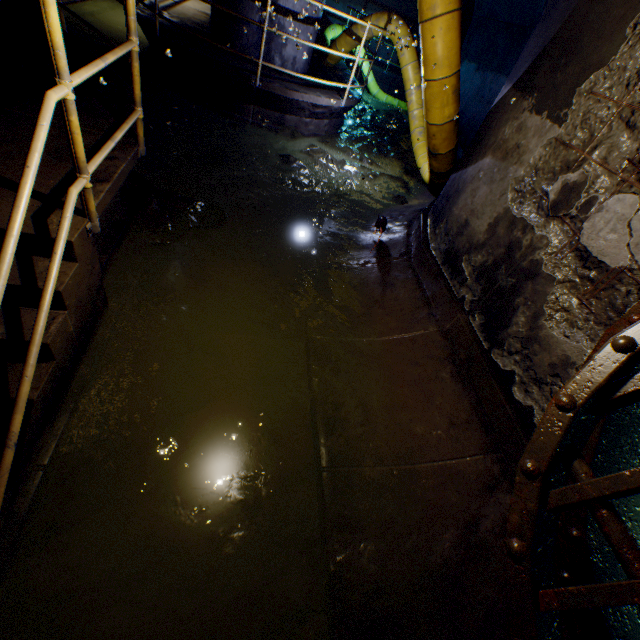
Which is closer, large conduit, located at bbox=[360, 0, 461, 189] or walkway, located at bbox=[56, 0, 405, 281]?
walkway, located at bbox=[56, 0, 405, 281]

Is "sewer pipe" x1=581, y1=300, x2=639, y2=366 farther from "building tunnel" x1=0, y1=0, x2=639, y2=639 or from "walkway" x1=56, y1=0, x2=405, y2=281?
"walkway" x1=56, y1=0, x2=405, y2=281

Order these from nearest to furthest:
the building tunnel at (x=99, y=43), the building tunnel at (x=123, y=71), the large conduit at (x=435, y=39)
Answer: the large conduit at (x=435, y=39), the building tunnel at (x=123, y=71), the building tunnel at (x=99, y=43)

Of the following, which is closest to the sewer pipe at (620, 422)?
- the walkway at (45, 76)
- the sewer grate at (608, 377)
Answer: the sewer grate at (608, 377)

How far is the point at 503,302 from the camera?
2.8 meters

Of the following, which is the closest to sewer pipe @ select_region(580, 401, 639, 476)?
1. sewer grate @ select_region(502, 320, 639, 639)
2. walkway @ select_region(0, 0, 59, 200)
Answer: sewer grate @ select_region(502, 320, 639, 639)

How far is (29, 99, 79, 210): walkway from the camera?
1.8 meters

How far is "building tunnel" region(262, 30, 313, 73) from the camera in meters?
6.2 m
